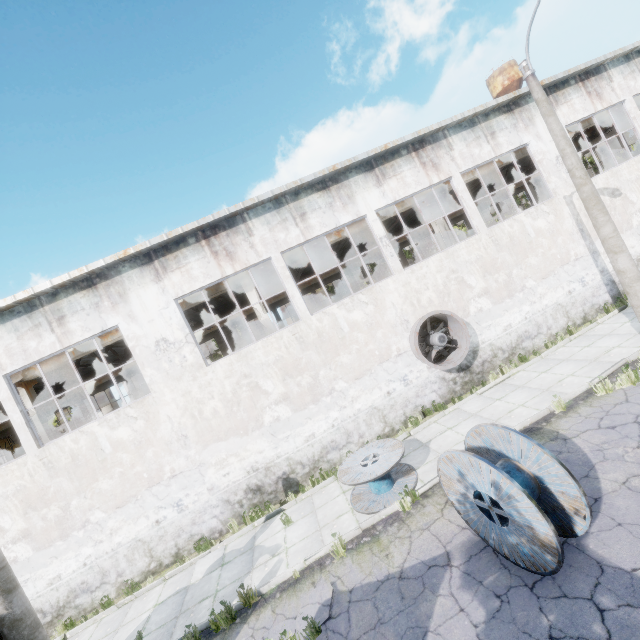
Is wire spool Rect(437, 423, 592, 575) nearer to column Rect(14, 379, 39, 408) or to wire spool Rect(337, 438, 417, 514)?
wire spool Rect(337, 438, 417, 514)

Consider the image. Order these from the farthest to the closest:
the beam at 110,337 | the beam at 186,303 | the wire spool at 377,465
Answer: the beam at 186,303 < the beam at 110,337 < the wire spool at 377,465

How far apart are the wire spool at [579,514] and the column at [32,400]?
14.2 meters

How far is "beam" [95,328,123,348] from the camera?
13.4m

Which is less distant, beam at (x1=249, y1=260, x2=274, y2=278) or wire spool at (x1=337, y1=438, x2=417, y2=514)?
wire spool at (x1=337, y1=438, x2=417, y2=514)

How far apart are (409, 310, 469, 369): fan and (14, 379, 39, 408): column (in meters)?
14.39

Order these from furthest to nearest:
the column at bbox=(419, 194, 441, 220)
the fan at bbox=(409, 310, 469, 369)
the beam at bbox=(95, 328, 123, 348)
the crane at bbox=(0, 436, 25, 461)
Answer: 1. the crane at bbox=(0, 436, 25, 461)
2. the column at bbox=(419, 194, 441, 220)
3. the beam at bbox=(95, 328, 123, 348)
4. the fan at bbox=(409, 310, 469, 369)

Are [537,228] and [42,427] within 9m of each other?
no
